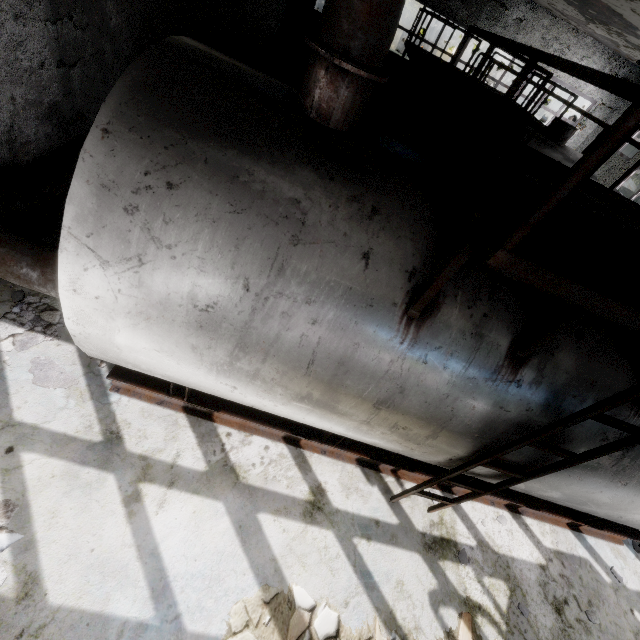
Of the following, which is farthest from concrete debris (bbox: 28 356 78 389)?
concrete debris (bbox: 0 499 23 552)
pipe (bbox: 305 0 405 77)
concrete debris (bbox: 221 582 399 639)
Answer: pipe (bbox: 305 0 405 77)

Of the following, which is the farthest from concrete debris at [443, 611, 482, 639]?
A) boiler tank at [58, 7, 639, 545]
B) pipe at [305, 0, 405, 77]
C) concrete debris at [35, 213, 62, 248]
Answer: pipe at [305, 0, 405, 77]

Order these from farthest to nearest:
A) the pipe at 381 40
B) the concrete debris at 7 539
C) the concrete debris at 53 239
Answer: the concrete debris at 53 239 → the concrete debris at 7 539 → the pipe at 381 40

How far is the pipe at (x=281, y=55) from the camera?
12.27m

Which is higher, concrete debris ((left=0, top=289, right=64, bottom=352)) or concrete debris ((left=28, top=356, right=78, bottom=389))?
concrete debris ((left=0, top=289, right=64, bottom=352))

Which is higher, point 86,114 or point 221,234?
point 221,234

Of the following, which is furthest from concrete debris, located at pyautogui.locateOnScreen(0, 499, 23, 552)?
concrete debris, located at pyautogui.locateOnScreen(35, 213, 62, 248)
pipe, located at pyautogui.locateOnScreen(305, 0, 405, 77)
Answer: pipe, located at pyautogui.locateOnScreen(305, 0, 405, 77)
